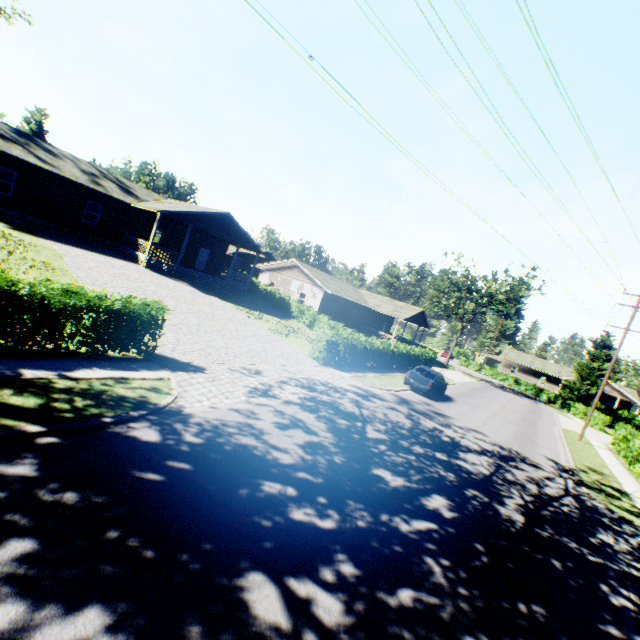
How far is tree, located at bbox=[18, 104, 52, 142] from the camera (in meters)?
43.55

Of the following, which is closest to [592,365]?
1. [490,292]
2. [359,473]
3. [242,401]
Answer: [490,292]

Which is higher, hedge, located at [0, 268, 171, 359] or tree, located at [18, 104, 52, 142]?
tree, located at [18, 104, 52, 142]

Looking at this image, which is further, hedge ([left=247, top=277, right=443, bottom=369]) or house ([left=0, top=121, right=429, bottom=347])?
house ([left=0, top=121, right=429, bottom=347])

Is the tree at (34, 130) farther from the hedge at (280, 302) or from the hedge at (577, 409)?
the hedge at (577, 409)

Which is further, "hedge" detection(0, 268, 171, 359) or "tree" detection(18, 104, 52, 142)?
"tree" detection(18, 104, 52, 142)

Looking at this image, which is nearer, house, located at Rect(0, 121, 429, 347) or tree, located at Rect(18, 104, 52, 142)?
house, located at Rect(0, 121, 429, 347)

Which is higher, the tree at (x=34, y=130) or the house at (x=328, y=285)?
the tree at (x=34, y=130)
